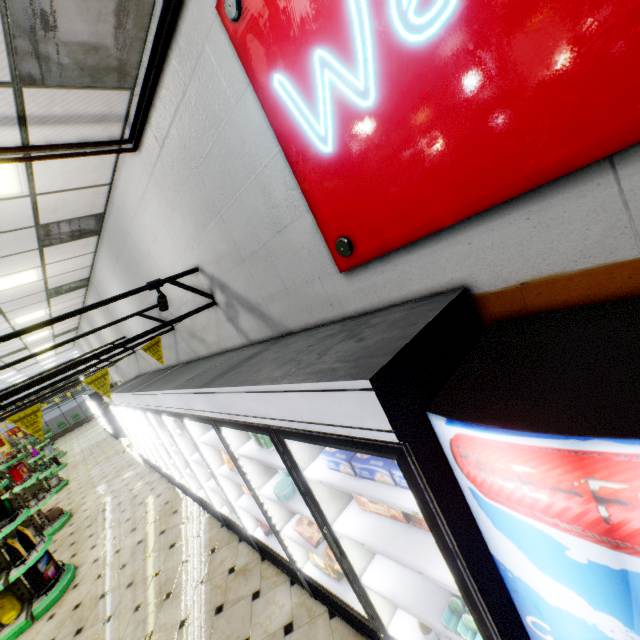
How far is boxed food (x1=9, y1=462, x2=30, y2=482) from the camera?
7.2m

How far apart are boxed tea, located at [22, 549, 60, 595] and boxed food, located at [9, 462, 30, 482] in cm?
271

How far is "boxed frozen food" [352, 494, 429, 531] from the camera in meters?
1.8 m

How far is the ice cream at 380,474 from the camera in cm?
154

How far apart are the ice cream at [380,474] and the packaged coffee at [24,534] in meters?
6.0

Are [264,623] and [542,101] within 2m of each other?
no

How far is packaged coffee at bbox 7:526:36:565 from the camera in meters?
4.8 m

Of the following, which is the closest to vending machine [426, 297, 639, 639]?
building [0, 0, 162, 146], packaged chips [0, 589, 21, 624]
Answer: building [0, 0, 162, 146]
